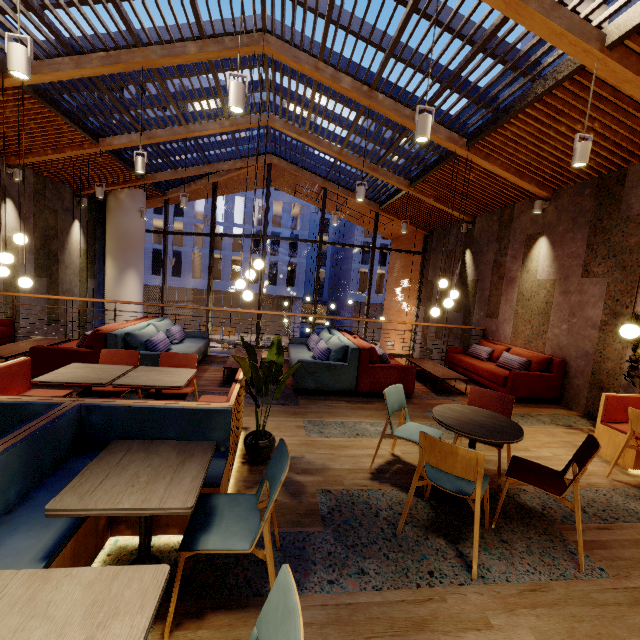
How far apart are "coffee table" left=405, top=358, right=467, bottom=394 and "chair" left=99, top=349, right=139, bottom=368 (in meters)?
4.95

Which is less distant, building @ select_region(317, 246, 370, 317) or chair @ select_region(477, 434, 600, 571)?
chair @ select_region(477, 434, 600, 571)

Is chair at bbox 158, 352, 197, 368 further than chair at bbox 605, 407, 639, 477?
Yes

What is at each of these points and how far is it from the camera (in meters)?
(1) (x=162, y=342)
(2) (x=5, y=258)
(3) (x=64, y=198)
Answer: (1) couch, 5.46
(2) lamp, 5.30
(3) building, 9.70

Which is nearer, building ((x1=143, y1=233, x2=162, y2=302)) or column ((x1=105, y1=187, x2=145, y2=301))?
column ((x1=105, y1=187, x2=145, y2=301))

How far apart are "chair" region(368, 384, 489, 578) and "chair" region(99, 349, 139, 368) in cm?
274

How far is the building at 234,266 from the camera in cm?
3419

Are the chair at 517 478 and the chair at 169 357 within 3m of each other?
yes
